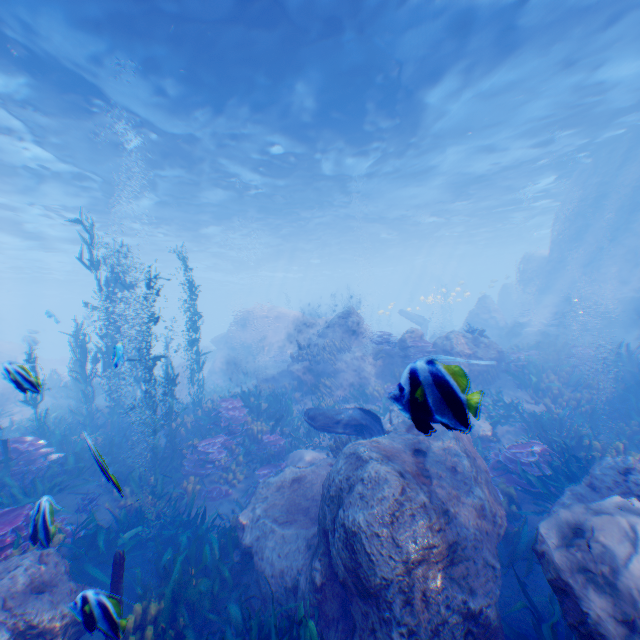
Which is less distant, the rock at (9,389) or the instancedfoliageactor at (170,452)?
the rock at (9,389)

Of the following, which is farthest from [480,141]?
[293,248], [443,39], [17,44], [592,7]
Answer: [293,248]

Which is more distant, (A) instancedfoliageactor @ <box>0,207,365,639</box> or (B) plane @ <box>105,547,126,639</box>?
(A) instancedfoliageactor @ <box>0,207,365,639</box>

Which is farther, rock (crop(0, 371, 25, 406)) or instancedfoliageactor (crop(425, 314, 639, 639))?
instancedfoliageactor (crop(425, 314, 639, 639))

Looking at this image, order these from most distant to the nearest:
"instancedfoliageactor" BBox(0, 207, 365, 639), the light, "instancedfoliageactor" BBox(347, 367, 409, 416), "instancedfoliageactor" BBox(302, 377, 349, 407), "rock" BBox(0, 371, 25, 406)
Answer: "instancedfoliageactor" BBox(302, 377, 349, 407)
the light
"instancedfoliageactor" BBox(0, 207, 365, 639)
"rock" BBox(0, 371, 25, 406)
"instancedfoliageactor" BBox(347, 367, 409, 416)

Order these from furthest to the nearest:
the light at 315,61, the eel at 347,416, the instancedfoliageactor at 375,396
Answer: the light at 315,61
the eel at 347,416
the instancedfoliageactor at 375,396

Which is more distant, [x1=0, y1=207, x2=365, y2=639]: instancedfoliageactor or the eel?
the eel
